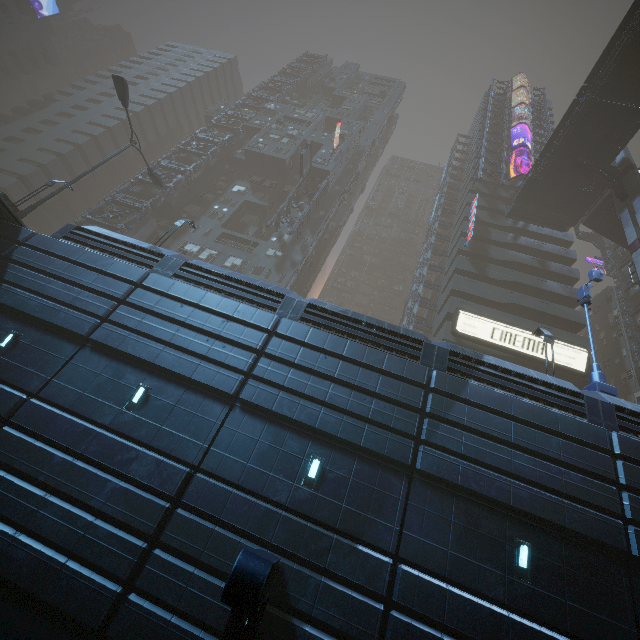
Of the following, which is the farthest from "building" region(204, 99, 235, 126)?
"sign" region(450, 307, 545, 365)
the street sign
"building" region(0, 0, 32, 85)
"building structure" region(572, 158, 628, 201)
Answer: "building structure" region(572, 158, 628, 201)

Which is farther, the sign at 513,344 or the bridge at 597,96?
the sign at 513,344

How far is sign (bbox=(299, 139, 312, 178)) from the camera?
36.81m

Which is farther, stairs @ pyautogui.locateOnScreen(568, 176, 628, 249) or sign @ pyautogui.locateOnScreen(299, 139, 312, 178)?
sign @ pyautogui.locateOnScreen(299, 139, 312, 178)

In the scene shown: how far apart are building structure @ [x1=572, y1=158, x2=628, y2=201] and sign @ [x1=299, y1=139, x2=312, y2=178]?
26.3m

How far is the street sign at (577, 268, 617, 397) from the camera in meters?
13.0 m

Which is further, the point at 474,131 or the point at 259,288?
the point at 474,131

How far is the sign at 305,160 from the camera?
36.8 meters
